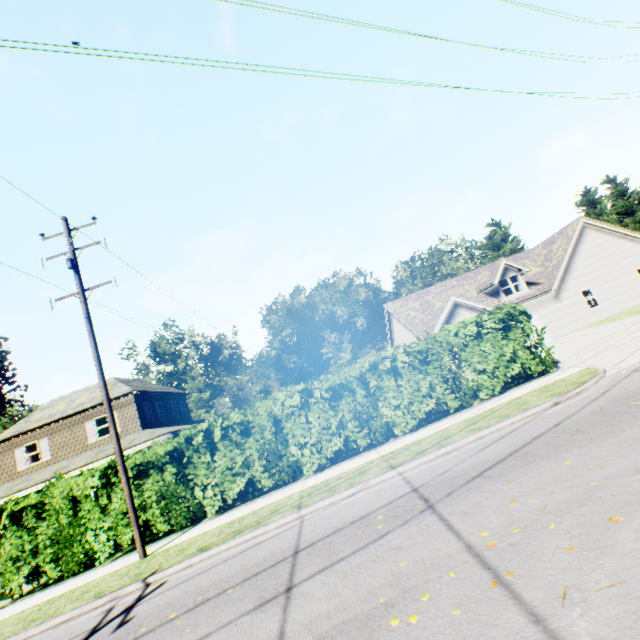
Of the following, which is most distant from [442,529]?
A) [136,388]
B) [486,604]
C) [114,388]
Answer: [114,388]

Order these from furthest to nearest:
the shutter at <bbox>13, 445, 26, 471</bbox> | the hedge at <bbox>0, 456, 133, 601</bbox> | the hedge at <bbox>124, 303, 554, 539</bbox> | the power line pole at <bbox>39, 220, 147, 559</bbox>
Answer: the shutter at <bbox>13, 445, 26, 471</bbox> < the hedge at <bbox>124, 303, 554, 539</bbox> < the hedge at <bbox>0, 456, 133, 601</bbox> < the power line pole at <bbox>39, 220, 147, 559</bbox>

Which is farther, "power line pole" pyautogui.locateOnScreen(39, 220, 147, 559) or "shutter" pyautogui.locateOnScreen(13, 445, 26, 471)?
"shutter" pyautogui.locateOnScreen(13, 445, 26, 471)

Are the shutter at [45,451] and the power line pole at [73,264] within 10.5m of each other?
no

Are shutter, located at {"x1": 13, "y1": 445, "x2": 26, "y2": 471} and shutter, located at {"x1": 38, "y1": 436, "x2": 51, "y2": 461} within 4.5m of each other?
yes

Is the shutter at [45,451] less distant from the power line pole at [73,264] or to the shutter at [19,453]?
the shutter at [19,453]

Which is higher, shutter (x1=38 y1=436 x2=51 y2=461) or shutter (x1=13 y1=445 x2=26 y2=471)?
shutter (x1=13 y1=445 x2=26 y2=471)

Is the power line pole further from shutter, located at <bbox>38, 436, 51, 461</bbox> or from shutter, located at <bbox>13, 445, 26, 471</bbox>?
shutter, located at <bbox>13, 445, 26, 471</bbox>
